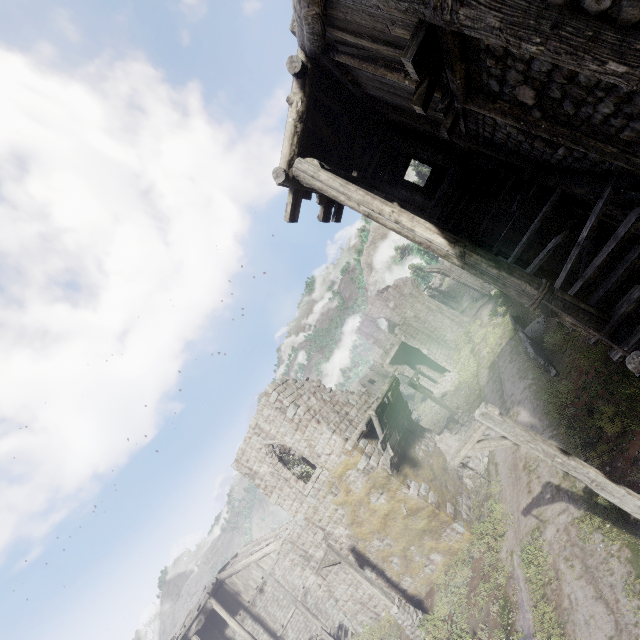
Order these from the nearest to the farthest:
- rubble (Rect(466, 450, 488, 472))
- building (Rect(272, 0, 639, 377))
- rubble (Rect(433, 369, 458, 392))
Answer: building (Rect(272, 0, 639, 377)) → rubble (Rect(466, 450, 488, 472)) → rubble (Rect(433, 369, 458, 392))

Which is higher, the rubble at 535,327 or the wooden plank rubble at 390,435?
the wooden plank rubble at 390,435

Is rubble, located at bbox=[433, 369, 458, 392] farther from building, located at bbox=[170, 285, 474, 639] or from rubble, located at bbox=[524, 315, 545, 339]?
rubble, located at bbox=[524, 315, 545, 339]

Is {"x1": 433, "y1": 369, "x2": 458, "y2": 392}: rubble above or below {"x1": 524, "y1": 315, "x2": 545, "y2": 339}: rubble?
above

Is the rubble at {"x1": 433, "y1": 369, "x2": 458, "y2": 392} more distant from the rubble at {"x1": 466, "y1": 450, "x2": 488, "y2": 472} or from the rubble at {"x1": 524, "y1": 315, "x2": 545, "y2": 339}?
the rubble at {"x1": 524, "y1": 315, "x2": 545, "y2": 339}

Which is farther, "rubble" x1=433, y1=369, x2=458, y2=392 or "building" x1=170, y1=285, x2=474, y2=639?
"rubble" x1=433, y1=369, x2=458, y2=392

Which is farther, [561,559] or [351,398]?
[351,398]

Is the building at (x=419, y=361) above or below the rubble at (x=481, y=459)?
above
